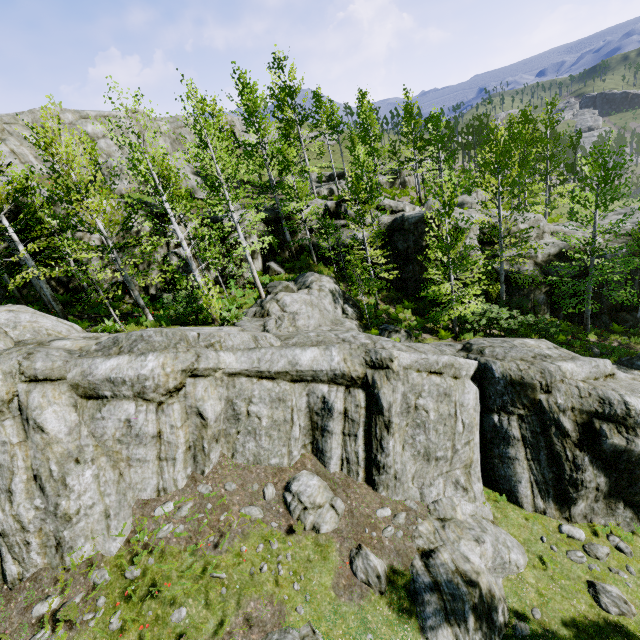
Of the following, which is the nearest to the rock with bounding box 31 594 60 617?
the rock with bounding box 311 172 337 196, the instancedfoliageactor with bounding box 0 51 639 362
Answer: the instancedfoliageactor with bounding box 0 51 639 362

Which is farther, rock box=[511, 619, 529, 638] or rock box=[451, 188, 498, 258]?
rock box=[451, 188, 498, 258]

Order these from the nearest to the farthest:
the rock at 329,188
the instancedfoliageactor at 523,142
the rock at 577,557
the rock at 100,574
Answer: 1. the rock at 100,574
2. the rock at 577,557
3. the instancedfoliageactor at 523,142
4. the rock at 329,188

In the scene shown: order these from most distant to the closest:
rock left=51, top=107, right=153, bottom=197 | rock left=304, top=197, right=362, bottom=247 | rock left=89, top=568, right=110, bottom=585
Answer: rock left=51, top=107, right=153, bottom=197, rock left=304, top=197, right=362, bottom=247, rock left=89, top=568, right=110, bottom=585

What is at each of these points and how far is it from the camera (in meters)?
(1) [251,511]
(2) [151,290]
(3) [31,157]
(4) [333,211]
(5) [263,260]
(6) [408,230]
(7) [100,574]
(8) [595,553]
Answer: (1) rock, 9.83
(2) rock, 19.12
(3) rock, 29.42
(4) rock, 24.73
(5) rock, 23.34
(6) rock, 20.45
(7) rock, 8.23
(8) rock, 11.25

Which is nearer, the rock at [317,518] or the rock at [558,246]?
the rock at [317,518]

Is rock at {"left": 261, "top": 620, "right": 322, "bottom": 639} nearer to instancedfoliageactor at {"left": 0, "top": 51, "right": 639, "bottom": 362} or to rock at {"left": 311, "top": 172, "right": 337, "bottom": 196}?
instancedfoliageactor at {"left": 0, "top": 51, "right": 639, "bottom": 362}
